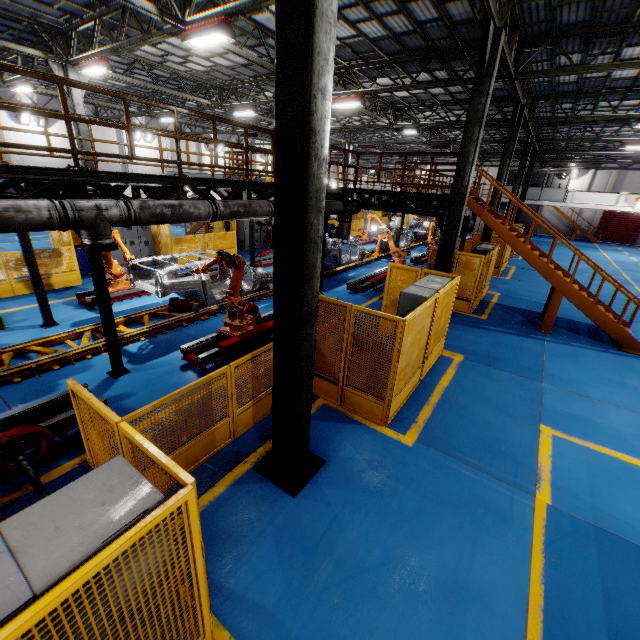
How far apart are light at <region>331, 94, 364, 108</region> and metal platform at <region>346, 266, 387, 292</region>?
7.45m

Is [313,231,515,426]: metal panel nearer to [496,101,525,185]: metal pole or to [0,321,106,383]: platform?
[496,101,525,185]: metal pole

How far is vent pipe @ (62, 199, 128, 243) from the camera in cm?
532

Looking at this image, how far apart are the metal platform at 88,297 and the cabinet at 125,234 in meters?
3.0

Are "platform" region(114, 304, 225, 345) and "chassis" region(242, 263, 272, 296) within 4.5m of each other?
yes

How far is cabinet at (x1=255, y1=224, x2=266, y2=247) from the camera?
21.31m

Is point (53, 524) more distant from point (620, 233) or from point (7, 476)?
point (620, 233)

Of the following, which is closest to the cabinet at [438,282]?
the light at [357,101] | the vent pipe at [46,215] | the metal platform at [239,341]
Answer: the metal platform at [239,341]
